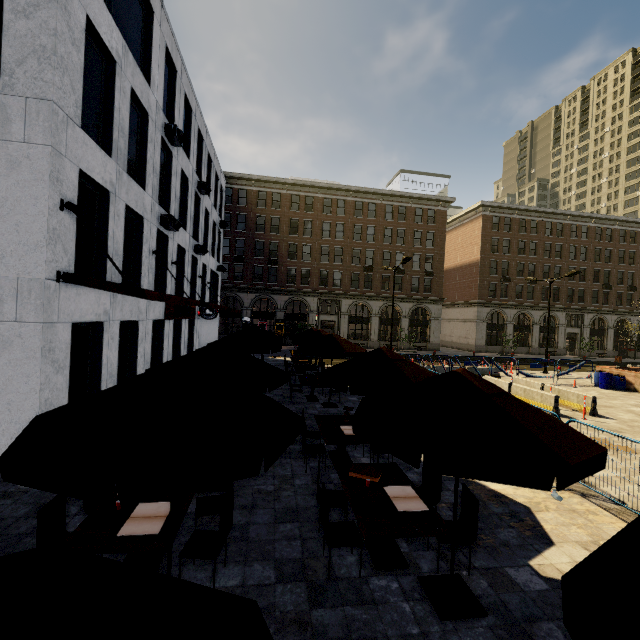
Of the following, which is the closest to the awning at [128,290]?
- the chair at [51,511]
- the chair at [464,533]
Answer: the chair at [51,511]

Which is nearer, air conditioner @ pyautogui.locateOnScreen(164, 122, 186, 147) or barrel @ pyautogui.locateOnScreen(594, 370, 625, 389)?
air conditioner @ pyautogui.locateOnScreen(164, 122, 186, 147)

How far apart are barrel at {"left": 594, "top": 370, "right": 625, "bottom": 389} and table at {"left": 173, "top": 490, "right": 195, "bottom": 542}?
24.49m

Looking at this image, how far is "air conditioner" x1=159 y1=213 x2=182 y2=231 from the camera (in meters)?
13.95

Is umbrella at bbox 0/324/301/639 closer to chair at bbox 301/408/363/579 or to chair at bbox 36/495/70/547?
chair at bbox 36/495/70/547

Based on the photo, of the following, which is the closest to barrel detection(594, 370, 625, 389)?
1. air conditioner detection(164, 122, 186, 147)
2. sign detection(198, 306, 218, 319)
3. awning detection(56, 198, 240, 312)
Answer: awning detection(56, 198, 240, 312)

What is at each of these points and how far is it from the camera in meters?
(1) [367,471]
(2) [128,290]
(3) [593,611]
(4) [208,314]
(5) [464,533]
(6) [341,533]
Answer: (1) book, 5.6 m
(2) awning, 8.1 m
(3) umbrella, 1.4 m
(4) sign, 22.5 m
(5) chair, 4.7 m
(6) chair, 4.6 m

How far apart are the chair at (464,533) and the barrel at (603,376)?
21.63m
